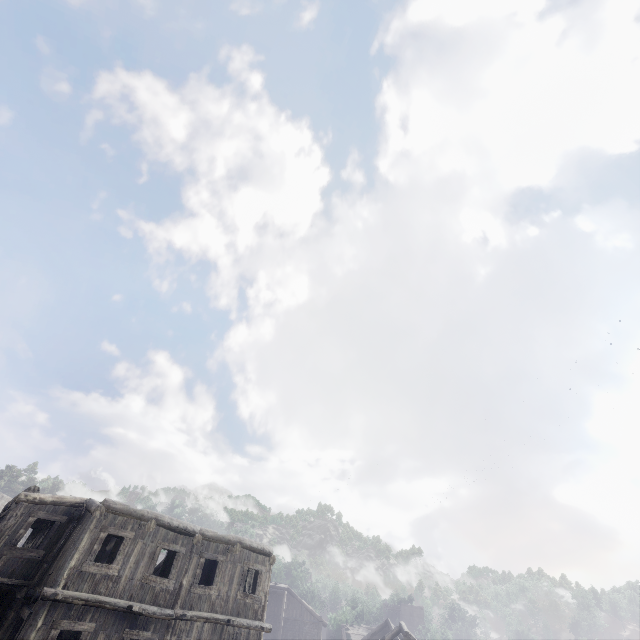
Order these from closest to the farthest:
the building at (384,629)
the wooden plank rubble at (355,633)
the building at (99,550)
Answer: the building at (99,550) < the building at (384,629) < the wooden plank rubble at (355,633)

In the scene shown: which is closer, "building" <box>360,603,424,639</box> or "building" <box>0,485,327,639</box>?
"building" <box>0,485,327,639</box>

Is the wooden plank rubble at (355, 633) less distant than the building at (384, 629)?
No

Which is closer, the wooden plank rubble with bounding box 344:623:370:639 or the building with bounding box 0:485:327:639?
the building with bounding box 0:485:327:639

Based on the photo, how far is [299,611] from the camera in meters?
41.9 m

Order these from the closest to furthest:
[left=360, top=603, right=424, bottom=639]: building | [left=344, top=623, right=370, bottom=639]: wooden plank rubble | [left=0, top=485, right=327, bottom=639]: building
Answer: [left=0, top=485, right=327, bottom=639]: building, [left=360, top=603, right=424, bottom=639]: building, [left=344, top=623, right=370, bottom=639]: wooden plank rubble
